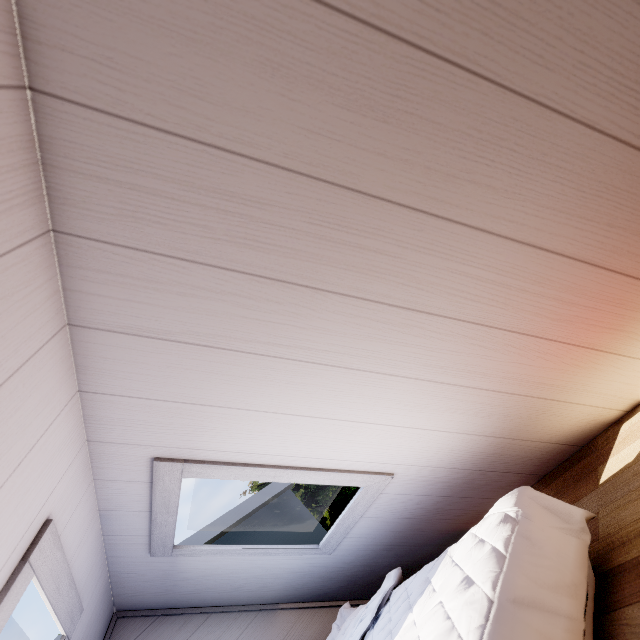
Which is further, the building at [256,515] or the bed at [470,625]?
the building at [256,515]

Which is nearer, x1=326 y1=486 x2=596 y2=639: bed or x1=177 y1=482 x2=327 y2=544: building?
x1=326 y1=486 x2=596 y2=639: bed

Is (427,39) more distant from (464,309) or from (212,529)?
(212,529)

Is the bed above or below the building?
below

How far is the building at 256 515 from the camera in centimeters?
245cm

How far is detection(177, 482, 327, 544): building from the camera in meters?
2.5
